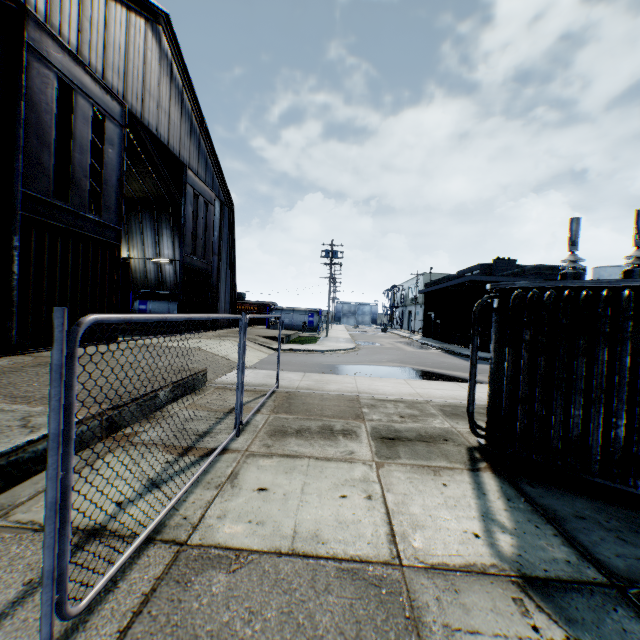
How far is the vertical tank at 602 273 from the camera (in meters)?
50.59

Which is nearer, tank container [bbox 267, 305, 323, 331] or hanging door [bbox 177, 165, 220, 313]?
hanging door [bbox 177, 165, 220, 313]

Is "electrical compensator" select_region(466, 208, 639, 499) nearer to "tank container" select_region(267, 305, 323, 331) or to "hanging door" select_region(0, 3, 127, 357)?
"hanging door" select_region(0, 3, 127, 357)

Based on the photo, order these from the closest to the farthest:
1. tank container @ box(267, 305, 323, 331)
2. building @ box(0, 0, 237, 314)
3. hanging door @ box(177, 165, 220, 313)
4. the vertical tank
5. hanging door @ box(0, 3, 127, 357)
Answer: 1. hanging door @ box(0, 3, 127, 357)
2. building @ box(0, 0, 237, 314)
3. hanging door @ box(177, 165, 220, 313)
4. tank container @ box(267, 305, 323, 331)
5. the vertical tank

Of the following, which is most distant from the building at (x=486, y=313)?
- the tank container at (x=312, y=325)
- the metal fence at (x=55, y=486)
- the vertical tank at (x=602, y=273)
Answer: the vertical tank at (x=602, y=273)

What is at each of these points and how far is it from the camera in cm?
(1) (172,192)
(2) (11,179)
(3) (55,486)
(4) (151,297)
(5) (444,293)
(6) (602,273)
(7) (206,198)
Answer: (1) building, 2666
(2) hanging door, 1011
(3) metal fence, 192
(4) tank container, 2725
(5) building, 3494
(6) vertical tank, 5153
(7) hanging door, 2297

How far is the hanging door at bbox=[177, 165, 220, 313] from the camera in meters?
20.0 m

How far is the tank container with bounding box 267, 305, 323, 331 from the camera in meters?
40.5
